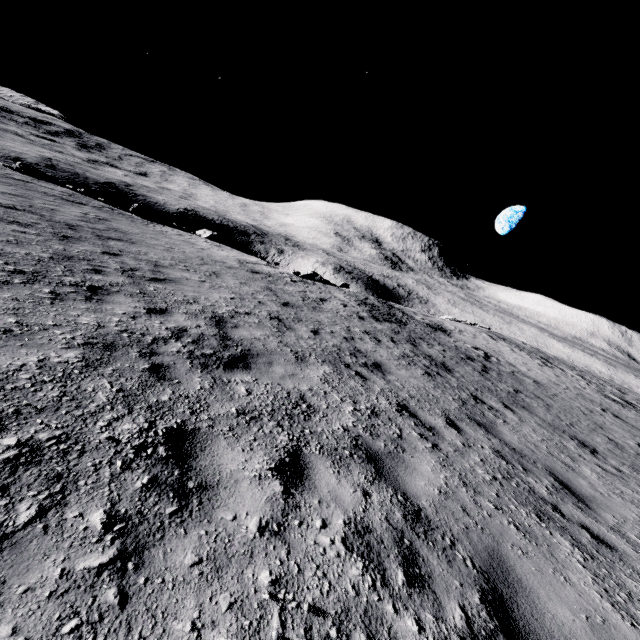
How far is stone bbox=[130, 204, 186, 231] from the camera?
20.2 meters

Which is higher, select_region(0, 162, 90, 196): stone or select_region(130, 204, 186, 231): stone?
select_region(130, 204, 186, 231): stone

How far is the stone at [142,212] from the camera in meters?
20.2 m

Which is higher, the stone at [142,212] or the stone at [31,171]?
the stone at [142,212]

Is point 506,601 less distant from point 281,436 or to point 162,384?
point 281,436
